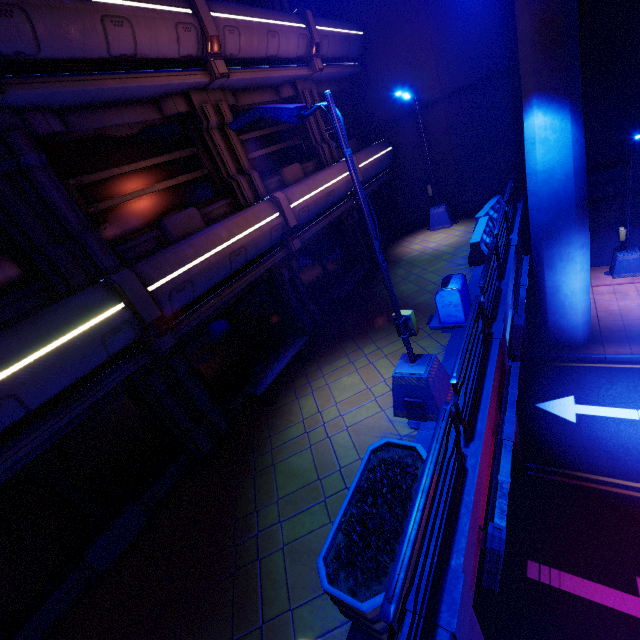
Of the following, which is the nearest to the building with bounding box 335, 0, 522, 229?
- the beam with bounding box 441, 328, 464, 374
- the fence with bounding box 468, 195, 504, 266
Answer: the fence with bounding box 468, 195, 504, 266

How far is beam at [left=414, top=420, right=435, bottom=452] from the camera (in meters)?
5.89

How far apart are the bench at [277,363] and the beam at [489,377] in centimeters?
464cm

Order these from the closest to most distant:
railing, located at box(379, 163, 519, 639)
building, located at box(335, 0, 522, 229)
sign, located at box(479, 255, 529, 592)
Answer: railing, located at box(379, 163, 519, 639) < sign, located at box(479, 255, 529, 592) < building, located at box(335, 0, 522, 229)

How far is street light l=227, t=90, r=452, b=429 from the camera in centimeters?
465cm

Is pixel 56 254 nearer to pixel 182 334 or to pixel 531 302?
pixel 182 334

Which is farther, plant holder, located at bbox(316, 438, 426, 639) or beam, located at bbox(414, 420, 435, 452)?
beam, located at bbox(414, 420, 435, 452)

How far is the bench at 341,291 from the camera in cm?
1182
